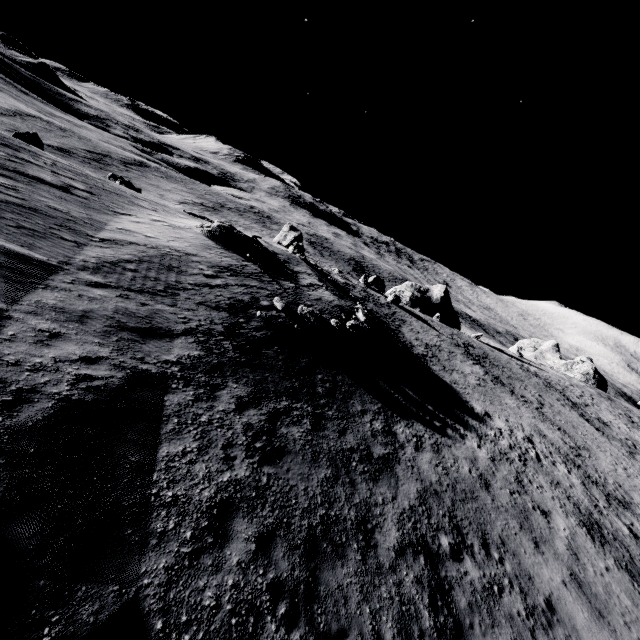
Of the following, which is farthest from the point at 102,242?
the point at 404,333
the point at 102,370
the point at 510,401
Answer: the point at 510,401

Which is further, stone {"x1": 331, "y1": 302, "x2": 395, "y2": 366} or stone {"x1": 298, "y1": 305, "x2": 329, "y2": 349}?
stone {"x1": 331, "y1": 302, "x2": 395, "y2": 366}

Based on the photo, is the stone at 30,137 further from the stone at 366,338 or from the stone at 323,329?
the stone at 366,338

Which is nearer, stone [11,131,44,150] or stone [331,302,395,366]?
stone [331,302,395,366]

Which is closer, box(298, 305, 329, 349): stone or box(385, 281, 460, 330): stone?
box(298, 305, 329, 349): stone

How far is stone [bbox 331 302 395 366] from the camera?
18.3 meters

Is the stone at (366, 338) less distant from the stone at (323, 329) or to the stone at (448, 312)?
the stone at (323, 329)

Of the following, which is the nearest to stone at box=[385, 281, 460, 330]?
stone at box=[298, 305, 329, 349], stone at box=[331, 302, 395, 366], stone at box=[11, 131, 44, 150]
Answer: stone at box=[331, 302, 395, 366]
